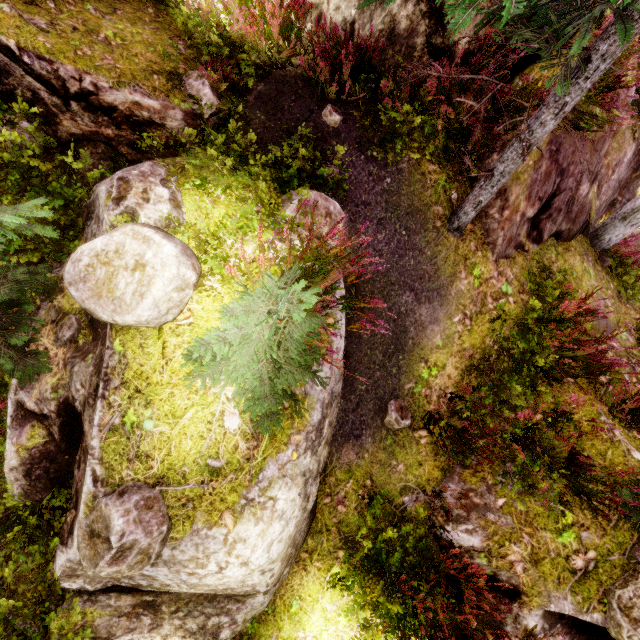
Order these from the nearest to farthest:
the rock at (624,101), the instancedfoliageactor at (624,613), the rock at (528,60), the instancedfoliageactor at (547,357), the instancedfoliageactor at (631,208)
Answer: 1. the instancedfoliageactor at (624,613)
2. the instancedfoliageactor at (547,357)
3. the rock at (528,60)
4. the rock at (624,101)
5. the instancedfoliageactor at (631,208)

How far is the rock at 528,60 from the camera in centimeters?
492cm

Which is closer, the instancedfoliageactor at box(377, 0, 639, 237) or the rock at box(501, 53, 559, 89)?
the instancedfoliageactor at box(377, 0, 639, 237)

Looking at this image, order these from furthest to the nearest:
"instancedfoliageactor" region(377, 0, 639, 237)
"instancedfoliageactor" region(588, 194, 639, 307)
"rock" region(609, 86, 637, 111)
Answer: "instancedfoliageactor" region(588, 194, 639, 307), "rock" region(609, 86, 637, 111), "instancedfoliageactor" region(377, 0, 639, 237)

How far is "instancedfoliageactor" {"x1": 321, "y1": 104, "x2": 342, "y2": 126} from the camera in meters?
4.7

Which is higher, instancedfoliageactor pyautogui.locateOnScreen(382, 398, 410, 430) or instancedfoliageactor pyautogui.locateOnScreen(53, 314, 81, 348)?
instancedfoliageactor pyautogui.locateOnScreen(53, 314, 81, 348)

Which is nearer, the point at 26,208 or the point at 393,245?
the point at 26,208
